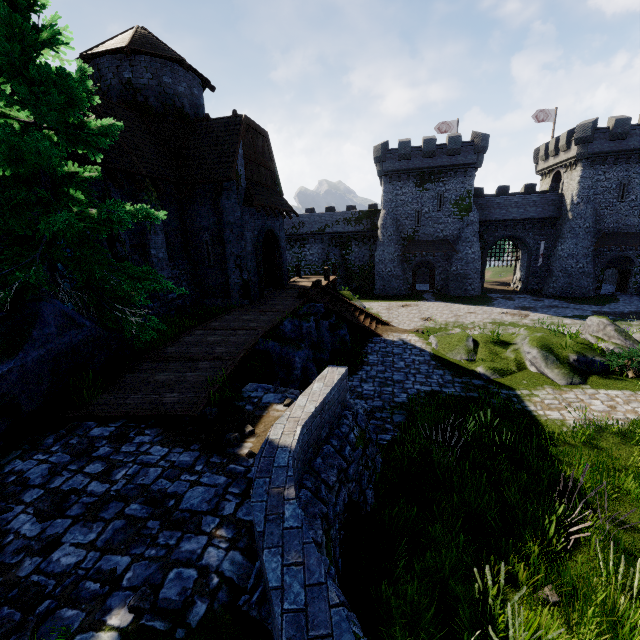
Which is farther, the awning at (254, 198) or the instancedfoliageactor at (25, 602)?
the awning at (254, 198)

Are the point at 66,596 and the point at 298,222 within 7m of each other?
no

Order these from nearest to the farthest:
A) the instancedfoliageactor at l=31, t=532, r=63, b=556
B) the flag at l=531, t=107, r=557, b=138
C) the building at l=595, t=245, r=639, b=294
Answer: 1. the instancedfoliageactor at l=31, t=532, r=63, b=556
2. the building at l=595, t=245, r=639, b=294
3. the flag at l=531, t=107, r=557, b=138

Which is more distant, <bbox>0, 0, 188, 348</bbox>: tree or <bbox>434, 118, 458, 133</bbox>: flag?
<bbox>434, 118, 458, 133</bbox>: flag

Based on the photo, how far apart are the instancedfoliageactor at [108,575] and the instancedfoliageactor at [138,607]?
0.4 meters

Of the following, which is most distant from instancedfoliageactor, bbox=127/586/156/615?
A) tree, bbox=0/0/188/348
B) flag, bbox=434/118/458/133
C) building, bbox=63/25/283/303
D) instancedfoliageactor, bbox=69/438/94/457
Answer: flag, bbox=434/118/458/133

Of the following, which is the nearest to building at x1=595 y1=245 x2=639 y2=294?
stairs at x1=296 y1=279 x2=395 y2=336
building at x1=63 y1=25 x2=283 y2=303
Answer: building at x1=63 y1=25 x2=283 y2=303

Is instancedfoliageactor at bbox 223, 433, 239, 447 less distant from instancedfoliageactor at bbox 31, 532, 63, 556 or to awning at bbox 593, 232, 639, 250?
instancedfoliageactor at bbox 31, 532, 63, 556
